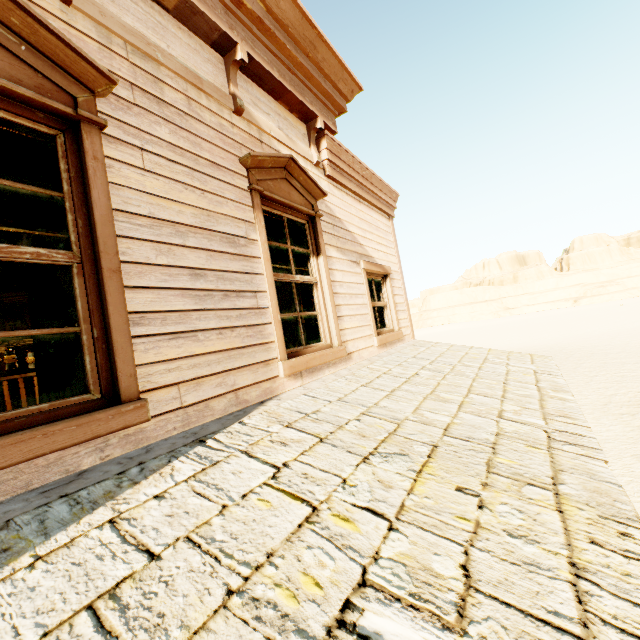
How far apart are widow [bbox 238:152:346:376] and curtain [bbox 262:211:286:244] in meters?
0.0

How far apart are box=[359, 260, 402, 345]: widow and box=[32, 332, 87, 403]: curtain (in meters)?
3.68

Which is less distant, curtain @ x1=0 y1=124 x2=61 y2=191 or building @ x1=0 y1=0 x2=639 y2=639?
building @ x1=0 y1=0 x2=639 y2=639

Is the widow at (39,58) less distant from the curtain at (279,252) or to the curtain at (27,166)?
the curtain at (27,166)

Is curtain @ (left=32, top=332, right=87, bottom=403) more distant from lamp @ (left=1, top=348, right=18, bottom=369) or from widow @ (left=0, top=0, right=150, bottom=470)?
lamp @ (left=1, top=348, right=18, bottom=369)

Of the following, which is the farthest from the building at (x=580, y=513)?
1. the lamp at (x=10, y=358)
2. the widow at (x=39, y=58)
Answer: the lamp at (x=10, y=358)

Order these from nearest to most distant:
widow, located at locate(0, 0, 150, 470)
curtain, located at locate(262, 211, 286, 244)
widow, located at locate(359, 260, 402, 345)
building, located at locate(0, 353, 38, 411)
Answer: widow, located at locate(0, 0, 150, 470)
curtain, located at locate(262, 211, 286, 244)
widow, located at locate(359, 260, 402, 345)
building, located at locate(0, 353, 38, 411)

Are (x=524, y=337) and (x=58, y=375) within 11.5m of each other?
no
